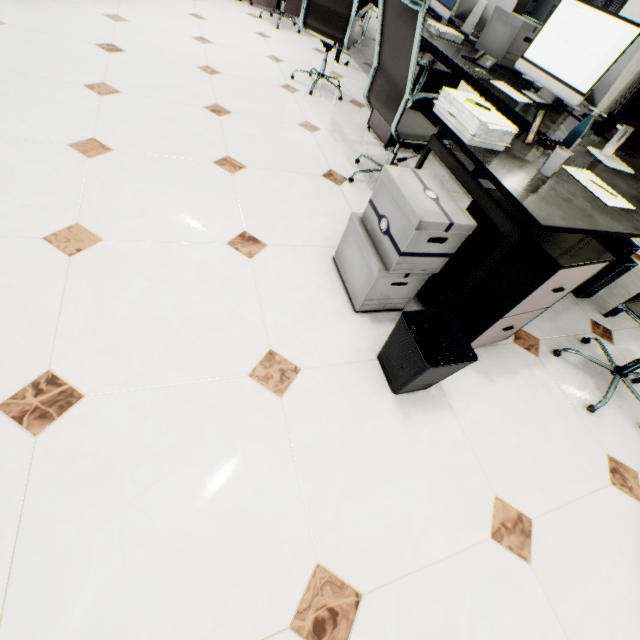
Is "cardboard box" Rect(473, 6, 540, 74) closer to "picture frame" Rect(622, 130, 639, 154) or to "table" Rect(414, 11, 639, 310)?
"picture frame" Rect(622, 130, 639, 154)

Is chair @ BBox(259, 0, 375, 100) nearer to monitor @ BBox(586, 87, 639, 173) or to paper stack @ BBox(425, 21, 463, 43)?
paper stack @ BBox(425, 21, 463, 43)

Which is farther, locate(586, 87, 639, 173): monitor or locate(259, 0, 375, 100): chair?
locate(259, 0, 375, 100): chair

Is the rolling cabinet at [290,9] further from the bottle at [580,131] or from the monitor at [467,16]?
the bottle at [580,131]

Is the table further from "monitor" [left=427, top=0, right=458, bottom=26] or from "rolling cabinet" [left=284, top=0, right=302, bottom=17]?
"rolling cabinet" [left=284, top=0, right=302, bottom=17]

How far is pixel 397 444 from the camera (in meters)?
1.26

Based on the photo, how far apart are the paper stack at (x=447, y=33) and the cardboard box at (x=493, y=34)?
0.2m

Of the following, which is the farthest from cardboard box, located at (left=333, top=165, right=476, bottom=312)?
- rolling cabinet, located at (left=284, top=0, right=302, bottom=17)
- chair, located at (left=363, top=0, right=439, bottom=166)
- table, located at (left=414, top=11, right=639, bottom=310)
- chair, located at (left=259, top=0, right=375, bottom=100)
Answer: rolling cabinet, located at (left=284, top=0, right=302, bottom=17)
